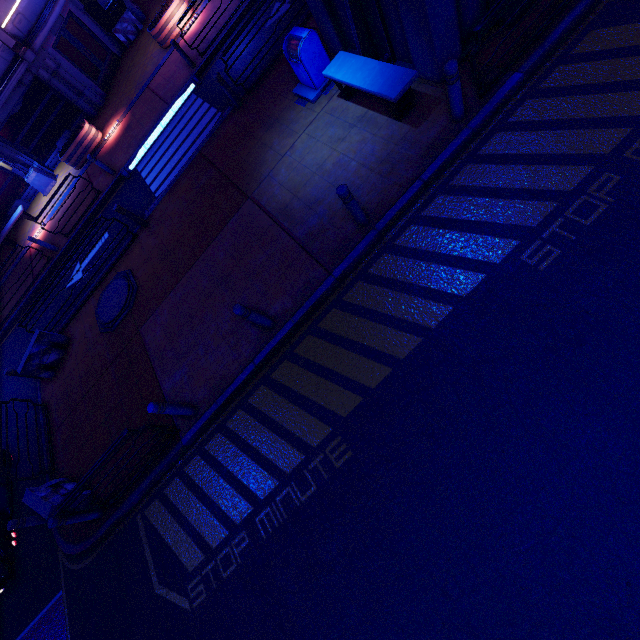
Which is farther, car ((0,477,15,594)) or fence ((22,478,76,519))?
car ((0,477,15,594))

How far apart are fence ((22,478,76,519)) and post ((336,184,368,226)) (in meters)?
9.18

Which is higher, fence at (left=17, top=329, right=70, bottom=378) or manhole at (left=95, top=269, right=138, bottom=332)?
fence at (left=17, top=329, right=70, bottom=378)

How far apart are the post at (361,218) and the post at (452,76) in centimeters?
244cm

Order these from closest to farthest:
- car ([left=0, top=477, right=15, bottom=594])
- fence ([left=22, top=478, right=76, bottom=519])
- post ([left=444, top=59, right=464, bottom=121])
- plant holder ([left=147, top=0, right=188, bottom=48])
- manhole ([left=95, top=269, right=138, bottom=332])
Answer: post ([left=444, top=59, right=464, bottom=121]), fence ([left=22, top=478, right=76, bottom=519]), car ([left=0, top=477, right=15, bottom=594]), manhole ([left=95, top=269, right=138, bottom=332]), plant holder ([left=147, top=0, right=188, bottom=48])

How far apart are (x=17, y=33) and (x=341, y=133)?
17.36m

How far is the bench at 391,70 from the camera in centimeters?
619cm

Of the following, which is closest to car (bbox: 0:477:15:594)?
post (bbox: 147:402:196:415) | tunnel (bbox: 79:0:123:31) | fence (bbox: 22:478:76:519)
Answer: fence (bbox: 22:478:76:519)
